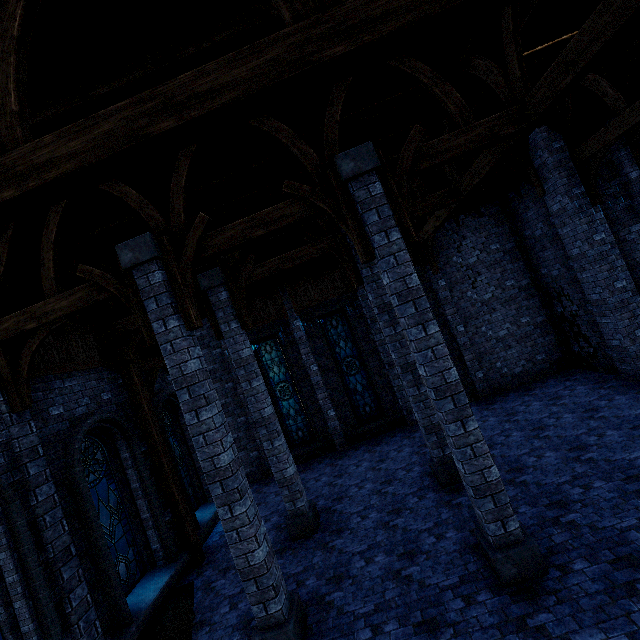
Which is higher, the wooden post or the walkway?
the walkway

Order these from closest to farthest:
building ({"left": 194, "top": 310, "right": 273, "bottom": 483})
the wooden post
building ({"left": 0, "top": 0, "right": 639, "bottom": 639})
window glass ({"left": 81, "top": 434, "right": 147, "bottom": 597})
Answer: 1. building ({"left": 0, "top": 0, "right": 639, "bottom": 639})
2. window glass ({"left": 81, "top": 434, "right": 147, "bottom": 597})
3. the wooden post
4. building ({"left": 194, "top": 310, "right": 273, "bottom": 483})

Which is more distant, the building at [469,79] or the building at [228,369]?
the building at [228,369]

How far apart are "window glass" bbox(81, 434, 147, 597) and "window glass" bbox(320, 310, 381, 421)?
8.1 meters

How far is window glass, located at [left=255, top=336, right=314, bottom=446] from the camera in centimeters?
1350cm

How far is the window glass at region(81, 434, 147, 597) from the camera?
7.3 meters

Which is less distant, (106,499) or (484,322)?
(106,499)

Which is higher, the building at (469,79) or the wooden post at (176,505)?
the building at (469,79)
